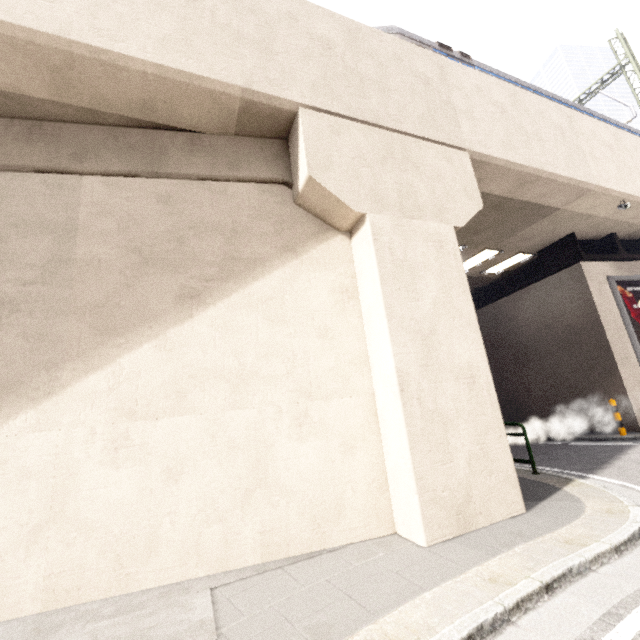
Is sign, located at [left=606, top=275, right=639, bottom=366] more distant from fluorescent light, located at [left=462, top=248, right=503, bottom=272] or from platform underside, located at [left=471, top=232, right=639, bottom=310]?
fluorescent light, located at [left=462, top=248, right=503, bottom=272]

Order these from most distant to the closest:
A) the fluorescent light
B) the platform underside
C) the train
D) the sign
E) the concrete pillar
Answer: the fluorescent light, the platform underside, the sign, the train, the concrete pillar

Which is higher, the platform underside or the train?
the train

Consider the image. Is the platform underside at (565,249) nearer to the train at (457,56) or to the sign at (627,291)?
the sign at (627,291)

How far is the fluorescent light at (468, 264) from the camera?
12.4 meters

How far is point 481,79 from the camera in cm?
841

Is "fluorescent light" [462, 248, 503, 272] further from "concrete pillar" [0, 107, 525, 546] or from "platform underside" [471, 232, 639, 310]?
"concrete pillar" [0, 107, 525, 546]

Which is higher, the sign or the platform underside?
the platform underside
